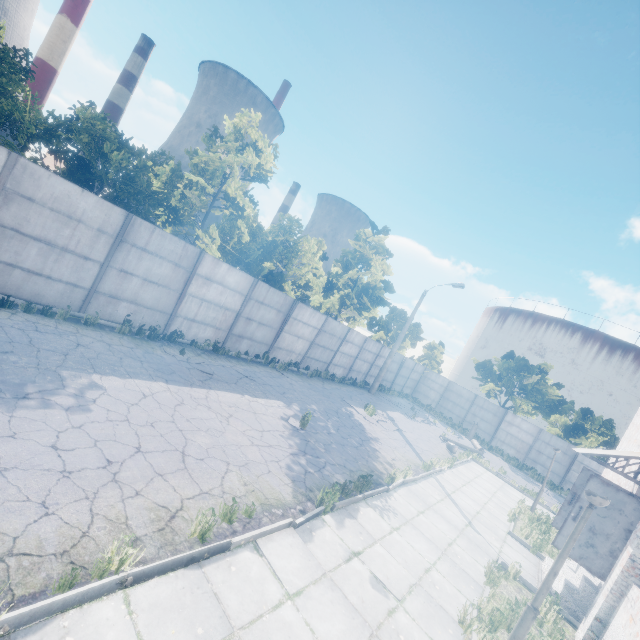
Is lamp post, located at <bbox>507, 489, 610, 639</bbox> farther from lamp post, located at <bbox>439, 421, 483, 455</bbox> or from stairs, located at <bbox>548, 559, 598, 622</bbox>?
lamp post, located at <bbox>439, 421, 483, 455</bbox>

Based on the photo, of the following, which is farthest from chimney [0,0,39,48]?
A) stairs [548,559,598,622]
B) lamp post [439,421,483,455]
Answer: stairs [548,559,598,622]

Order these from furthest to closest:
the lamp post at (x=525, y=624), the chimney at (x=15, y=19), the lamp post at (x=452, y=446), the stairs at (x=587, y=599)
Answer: Result:
1. the chimney at (x=15, y=19)
2. the lamp post at (x=452, y=446)
3. the stairs at (x=587, y=599)
4. the lamp post at (x=525, y=624)

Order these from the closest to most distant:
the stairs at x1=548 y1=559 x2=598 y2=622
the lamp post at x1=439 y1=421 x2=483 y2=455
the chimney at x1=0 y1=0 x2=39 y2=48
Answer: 1. the stairs at x1=548 y1=559 x2=598 y2=622
2. the lamp post at x1=439 y1=421 x2=483 y2=455
3. the chimney at x1=0 y1=0 x2=39 y2=48

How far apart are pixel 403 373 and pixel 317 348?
14.9m

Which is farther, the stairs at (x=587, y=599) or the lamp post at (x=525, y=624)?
the stairs at (x=587, y=599)

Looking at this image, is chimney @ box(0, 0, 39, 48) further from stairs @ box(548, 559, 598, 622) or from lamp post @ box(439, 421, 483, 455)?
stairs @ box(548, 559, 598, 622)
